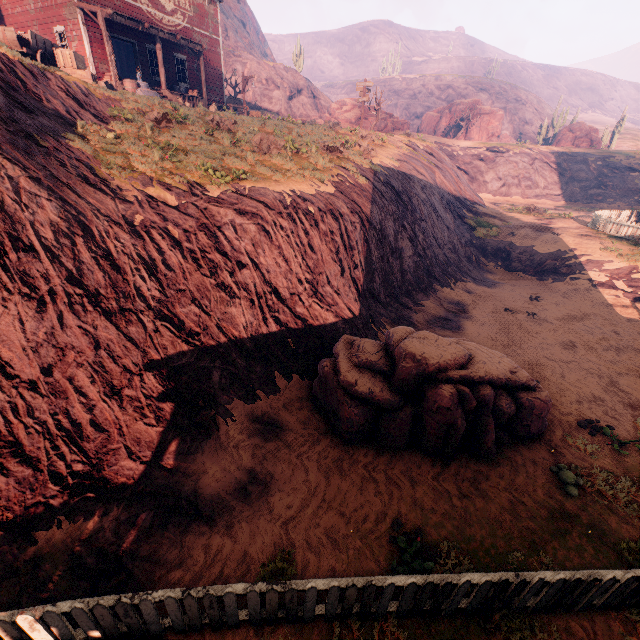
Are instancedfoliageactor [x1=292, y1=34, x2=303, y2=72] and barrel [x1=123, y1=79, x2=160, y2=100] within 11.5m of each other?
no

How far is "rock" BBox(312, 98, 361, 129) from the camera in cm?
2409

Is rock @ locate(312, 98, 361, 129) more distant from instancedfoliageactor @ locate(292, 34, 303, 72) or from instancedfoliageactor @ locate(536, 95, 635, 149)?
instancedfoliageactor @ locate(292, 34, 303, 72)

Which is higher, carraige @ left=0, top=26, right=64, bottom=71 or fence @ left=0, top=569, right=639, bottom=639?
carraige @ left=0, top=26, right=64, bottom=71

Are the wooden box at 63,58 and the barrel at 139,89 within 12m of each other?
yes

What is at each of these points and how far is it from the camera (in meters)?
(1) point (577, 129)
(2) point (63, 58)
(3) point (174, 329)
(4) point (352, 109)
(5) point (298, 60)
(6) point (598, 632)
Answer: (1) instancedfoliageactor, 40.81
(2) wooden box, 12.71
(3) z, 7.43
(4) rock, 38.31
(5) instancedfoliageactor, 43.59
(6) z, 4.53

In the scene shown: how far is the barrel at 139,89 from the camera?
14.5 meters

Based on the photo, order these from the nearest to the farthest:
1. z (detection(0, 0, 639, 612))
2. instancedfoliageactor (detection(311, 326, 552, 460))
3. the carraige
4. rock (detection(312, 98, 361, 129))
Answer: z (detection(0, 0, 639, 612)) < instancedfoliageactor (detection(311, 326, 552, 460)) < the carraige < rock (detection(312, 98, 361, 129))
